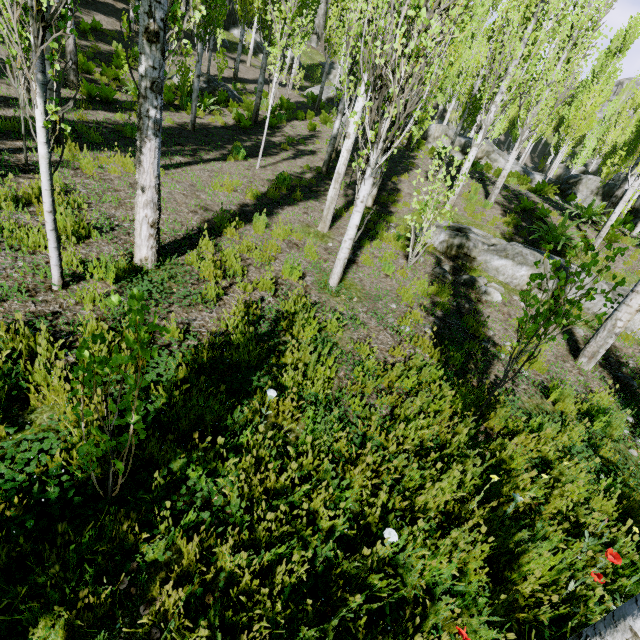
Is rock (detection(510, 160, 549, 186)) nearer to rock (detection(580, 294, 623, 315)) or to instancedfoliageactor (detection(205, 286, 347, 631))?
instancedfoliageactor (detection(205, 286, 347, 631))

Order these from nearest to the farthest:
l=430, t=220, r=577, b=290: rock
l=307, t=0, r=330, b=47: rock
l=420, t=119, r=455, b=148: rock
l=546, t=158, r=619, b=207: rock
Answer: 1. l=430, t=220, r=577, b=290: rock
2. l=546, t=158, r=619, b=207: rock
3. l=420, t=119, r=455, b=148: rock
4. l=307, t=0, r=330, b=47: rock

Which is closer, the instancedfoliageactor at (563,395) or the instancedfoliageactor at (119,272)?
the instancedfoliageactor at (119,272)

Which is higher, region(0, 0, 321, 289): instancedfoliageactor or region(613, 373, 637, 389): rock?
region(0, 0, 321, 289): instancedfoliageactor

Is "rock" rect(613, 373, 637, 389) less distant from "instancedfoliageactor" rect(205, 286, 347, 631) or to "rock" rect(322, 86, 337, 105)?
"instancedfoliageactor" rect(205, 286, 347, 631)

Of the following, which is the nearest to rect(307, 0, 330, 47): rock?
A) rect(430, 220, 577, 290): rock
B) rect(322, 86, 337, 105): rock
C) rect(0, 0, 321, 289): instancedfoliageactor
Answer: rect(0, 0, 321, 289): instancedfoliageactor

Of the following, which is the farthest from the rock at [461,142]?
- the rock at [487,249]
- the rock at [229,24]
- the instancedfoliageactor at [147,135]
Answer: the rock at [487,249]

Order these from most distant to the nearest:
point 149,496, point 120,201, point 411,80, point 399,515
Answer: point 120,201, point 411,80, point 399,515, point 149,496
